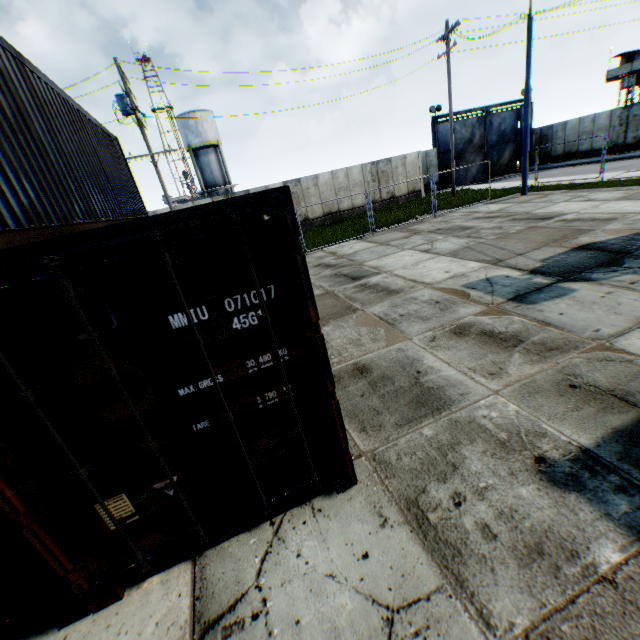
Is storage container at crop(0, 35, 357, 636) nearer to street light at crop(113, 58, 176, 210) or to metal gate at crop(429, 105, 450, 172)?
street light at crop(113, 58, 176, 210)

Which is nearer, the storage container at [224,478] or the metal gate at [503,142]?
the storage container at [224,478]

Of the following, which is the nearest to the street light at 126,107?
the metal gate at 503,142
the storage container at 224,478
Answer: the storage container at 224,478

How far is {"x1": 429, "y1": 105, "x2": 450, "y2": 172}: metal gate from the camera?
27.9m

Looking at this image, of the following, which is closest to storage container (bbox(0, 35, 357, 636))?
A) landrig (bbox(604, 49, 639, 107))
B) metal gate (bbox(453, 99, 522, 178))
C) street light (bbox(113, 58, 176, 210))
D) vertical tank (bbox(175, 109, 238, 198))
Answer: street light (bbox(113, 58, 176, 210))

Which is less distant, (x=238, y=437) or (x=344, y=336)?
(x=238, y=437)

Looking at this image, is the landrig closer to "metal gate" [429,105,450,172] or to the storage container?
"metal gate" [429,105,450,172]

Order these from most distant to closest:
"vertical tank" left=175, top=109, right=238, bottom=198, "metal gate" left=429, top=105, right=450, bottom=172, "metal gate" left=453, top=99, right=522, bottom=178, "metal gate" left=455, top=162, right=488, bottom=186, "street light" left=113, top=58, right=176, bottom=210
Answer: "vertical tank" left=175, top=109, right=238, bottom=198 → "metal gate" left=455, top=162, right=488, bottom=186 → "metal gate" left=453, top=99, right=522, bottom=178 → "metal gate" left=429, top=105, right=450, bottom=172 → "street light" left=113, top=58, right=176, bottom=210
